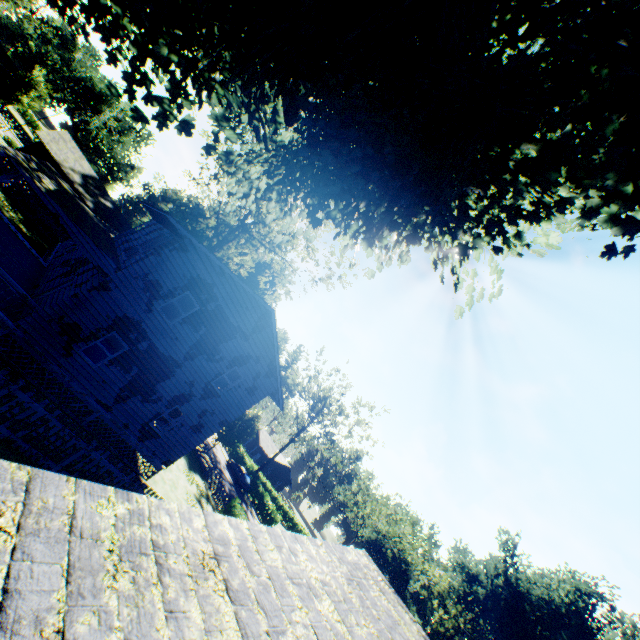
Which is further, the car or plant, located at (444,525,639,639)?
plant, located at (444,525,639,639)

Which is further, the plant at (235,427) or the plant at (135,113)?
the plant at (235,427)

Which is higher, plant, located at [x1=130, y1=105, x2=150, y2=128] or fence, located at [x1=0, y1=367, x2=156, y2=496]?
plant, located at [x1=130, y1=105, x2=150, y2=128]

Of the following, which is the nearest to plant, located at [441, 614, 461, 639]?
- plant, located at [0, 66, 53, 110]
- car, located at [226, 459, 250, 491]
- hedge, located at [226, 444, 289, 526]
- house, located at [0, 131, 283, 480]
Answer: house, located at [0, 131, 283, 480]

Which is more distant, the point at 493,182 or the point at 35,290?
the point at 35,290

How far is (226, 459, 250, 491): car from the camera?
40.47m

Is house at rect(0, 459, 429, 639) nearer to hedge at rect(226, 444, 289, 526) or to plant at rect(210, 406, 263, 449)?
plant at rect(210, 406, 263, 449)

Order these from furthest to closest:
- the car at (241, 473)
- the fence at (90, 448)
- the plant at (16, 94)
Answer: the car at (241, 473) → the plant at (16, 94) → the fence at (90, 448)
